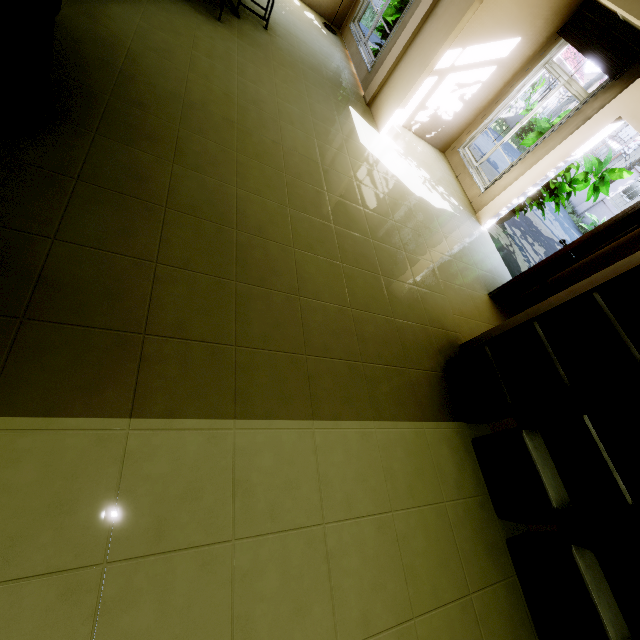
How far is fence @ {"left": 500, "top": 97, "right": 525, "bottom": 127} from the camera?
16.6 meters

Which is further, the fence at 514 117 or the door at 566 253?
the fence at 514 117

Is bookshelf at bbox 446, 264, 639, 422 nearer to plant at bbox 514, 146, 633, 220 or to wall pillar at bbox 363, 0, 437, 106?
plant at bbox 514, 146, 633, 220

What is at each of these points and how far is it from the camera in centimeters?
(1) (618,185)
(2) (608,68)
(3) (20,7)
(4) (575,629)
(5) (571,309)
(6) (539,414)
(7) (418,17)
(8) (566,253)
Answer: (1) fence, 1337cm
(2) blinds, 439cm
(3) couch, 150cm
(4) bookshelf, 212cm
(5) bookshelf, 232cm
(6) wall pillar, 261cm
(7) wall pillar, 480cm
(8) door, 373cm

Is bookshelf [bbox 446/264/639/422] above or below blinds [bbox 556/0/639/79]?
below

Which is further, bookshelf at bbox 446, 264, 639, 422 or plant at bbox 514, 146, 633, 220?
plant at bbox 514, 146, 633, 220

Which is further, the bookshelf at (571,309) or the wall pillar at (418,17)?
the wall pillar at (418,17)

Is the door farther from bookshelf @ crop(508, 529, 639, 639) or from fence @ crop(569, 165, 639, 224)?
fence @ crop(569, 165, 639, 224)
